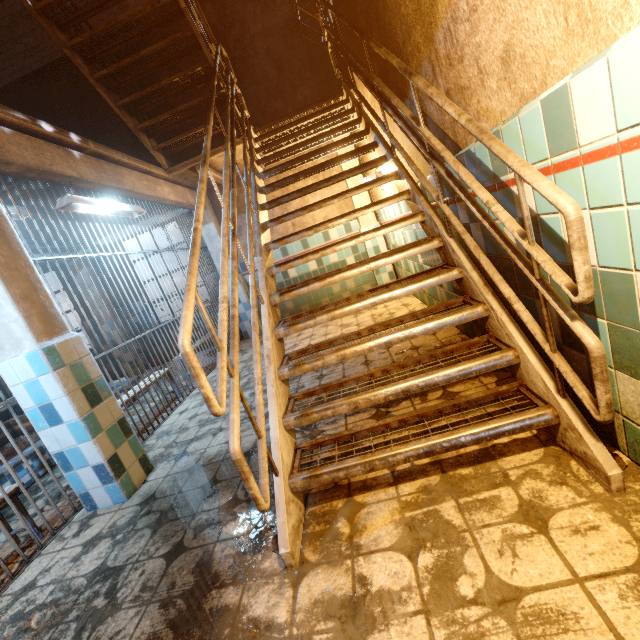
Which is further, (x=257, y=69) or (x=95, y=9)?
(x=257, y=69)

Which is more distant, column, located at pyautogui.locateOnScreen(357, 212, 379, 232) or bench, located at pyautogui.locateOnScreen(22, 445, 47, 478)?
column, located at pyautogui.locateOnScreen(357, 212, 379, 232)

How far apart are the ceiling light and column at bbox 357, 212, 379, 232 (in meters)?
3.36

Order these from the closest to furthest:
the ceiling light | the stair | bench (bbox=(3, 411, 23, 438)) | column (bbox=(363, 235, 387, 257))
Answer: the stair, the ceiling light, bench (bbox=(3, 411, 23, 438)), column (bbox=(363, 235, 387, 257))

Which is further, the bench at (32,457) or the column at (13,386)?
the bench at (32,457)

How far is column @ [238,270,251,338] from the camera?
6.37m

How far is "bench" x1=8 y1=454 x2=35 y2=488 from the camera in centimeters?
321cm
